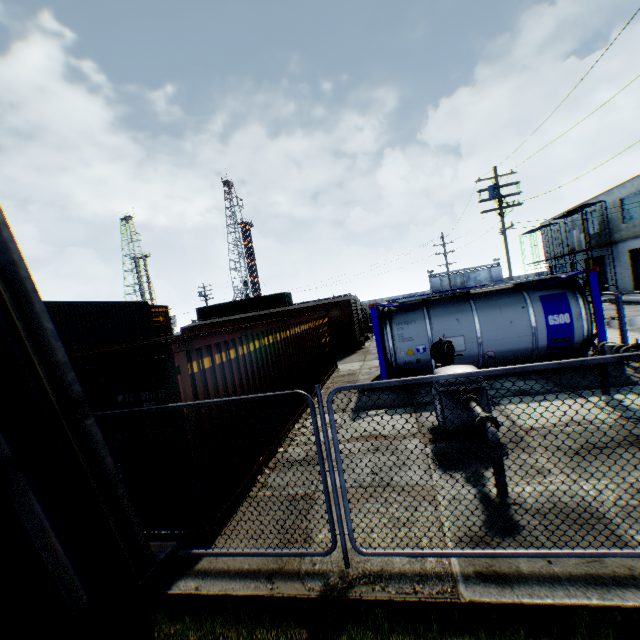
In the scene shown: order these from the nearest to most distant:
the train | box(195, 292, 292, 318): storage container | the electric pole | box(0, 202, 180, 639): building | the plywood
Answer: box(0, 202, 180, 639): building < the electric pole < the train < the plywood < box(195, 292, 292, 318): storage container

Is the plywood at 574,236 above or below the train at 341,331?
above

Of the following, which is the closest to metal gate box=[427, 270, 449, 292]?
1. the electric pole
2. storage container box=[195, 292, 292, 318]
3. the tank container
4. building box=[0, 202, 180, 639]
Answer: the electric pole

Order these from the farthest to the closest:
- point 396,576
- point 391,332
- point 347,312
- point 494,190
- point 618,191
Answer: point 618,191 < point 347,312 < point 494,190 < point 391,332 < point 396,576

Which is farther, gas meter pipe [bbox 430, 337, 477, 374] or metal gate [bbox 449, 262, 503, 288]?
metal gate [bbox 449, 262, 503, 288]

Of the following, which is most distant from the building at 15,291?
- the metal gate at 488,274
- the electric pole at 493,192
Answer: the metal gate at 488,274

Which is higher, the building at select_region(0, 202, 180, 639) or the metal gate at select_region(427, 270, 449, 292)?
the metal gate at select_region(427, 270, 449, 292)

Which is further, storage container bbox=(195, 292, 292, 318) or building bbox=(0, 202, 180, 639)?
storage container bbox=(195, 292, 292, 318)
